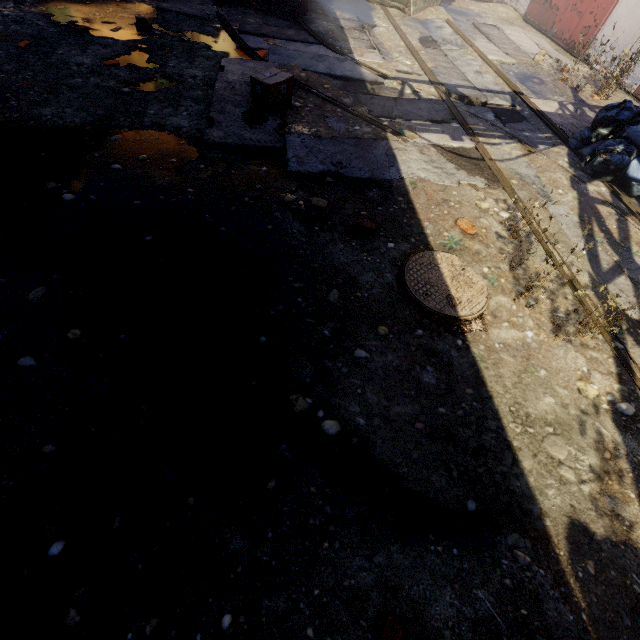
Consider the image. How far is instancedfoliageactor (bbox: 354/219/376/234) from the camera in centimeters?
353cm

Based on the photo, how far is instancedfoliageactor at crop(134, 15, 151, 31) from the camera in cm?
590

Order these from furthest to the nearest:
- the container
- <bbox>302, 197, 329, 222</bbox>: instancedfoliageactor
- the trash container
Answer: the container → the trash container → <bbox>302, 197, 329, 222</bbox>: instancedfoliageactor

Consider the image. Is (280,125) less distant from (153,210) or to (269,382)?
(153,210)

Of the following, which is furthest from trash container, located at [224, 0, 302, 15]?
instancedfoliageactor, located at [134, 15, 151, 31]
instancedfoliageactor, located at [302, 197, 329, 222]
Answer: instancedfoliageactor, located at [302, 197, 329, 222]

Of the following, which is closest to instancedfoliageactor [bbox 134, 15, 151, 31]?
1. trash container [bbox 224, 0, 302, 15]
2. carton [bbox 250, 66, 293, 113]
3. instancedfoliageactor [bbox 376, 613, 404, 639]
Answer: trash container [bbox 224, 0, 302, 15]

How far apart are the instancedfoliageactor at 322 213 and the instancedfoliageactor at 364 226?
0.3m

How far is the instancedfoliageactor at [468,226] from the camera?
3.6m
